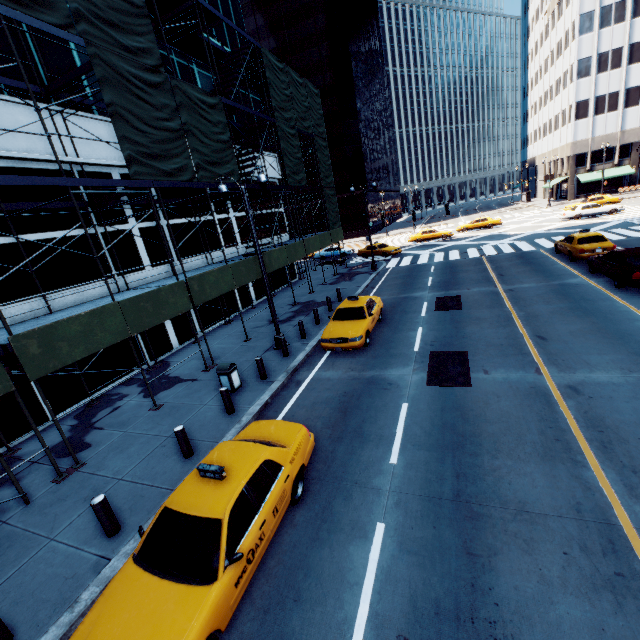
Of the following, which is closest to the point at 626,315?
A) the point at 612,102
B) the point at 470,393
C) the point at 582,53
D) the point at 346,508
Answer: the point at 470,393

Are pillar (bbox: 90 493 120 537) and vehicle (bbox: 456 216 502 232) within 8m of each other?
no

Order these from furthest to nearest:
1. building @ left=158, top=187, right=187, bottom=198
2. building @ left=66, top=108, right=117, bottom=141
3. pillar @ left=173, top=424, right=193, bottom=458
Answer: building @ left=158, top=187, right=187, bottom=198, building @ left=66, top=108, right=117, bottom=141, pillar @ left=173, top=424, right=193, bottom=458

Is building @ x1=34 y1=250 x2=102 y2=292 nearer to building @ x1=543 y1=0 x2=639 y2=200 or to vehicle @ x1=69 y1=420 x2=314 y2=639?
vehicle @ x1=69 y1=420 x2=314 y2=639

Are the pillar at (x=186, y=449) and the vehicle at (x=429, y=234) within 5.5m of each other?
no

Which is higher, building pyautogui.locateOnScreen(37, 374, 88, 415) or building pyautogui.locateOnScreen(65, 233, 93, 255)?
building pyautogui.locateOnScreen(65, 233, 93, 255)

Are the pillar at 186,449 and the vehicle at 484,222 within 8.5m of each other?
no

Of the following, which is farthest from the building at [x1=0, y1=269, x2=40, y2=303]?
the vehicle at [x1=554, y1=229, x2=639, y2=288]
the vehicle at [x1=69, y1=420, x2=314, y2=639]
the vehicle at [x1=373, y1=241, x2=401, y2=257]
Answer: the vehicle at [x1=554, y1=229, x2=639, y2=288]
